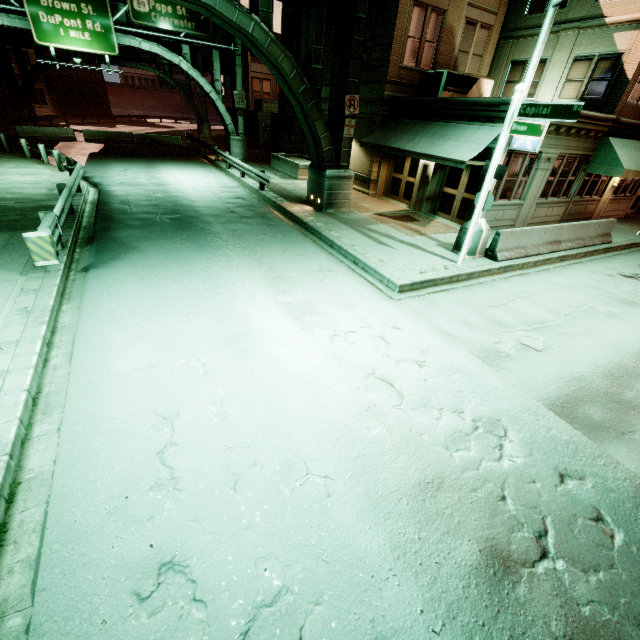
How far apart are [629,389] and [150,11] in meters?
29.6 m

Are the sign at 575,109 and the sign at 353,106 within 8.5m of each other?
yes

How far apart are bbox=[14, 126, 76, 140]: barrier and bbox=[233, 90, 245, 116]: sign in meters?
15.7 m

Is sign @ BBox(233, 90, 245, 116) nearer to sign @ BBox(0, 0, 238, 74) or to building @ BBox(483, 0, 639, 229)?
sign @ BBox(0, 0, 238, 74)

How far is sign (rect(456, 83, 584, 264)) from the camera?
7.40m

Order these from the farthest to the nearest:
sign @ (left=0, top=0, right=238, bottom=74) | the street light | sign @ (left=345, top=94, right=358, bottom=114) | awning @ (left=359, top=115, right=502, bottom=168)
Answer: sign @ (left=0, top=0, right=238, bottom=74)
sign @ (left=345, top=94, right=358, bottom=114)
awning @ (left=359, top=115, right=502, bottom=168)
the street light

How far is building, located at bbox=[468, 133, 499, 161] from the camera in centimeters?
Answer: 1224cm

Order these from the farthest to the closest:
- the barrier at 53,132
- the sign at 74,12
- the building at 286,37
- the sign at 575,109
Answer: the barrier at 53,132, the building at 286,37, the sign at 74,12, the sign at 575,109
